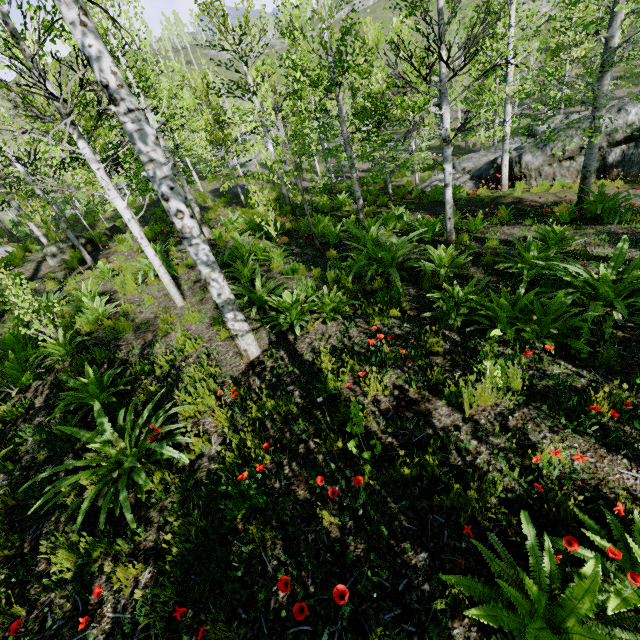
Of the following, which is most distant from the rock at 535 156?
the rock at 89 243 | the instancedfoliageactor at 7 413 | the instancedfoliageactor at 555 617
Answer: the rock at 89 243

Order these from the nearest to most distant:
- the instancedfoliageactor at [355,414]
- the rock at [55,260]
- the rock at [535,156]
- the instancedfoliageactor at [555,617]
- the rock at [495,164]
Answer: the instancedfoliageactor at [555,617] → the instancedfoliageactor at [355,414] → the rock at [535,156] → the rock at [55,260] → the rock at [495,164]

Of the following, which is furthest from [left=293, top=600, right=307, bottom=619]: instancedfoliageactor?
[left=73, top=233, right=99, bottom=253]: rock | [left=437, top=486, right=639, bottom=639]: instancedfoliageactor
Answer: [left=437, top=486, right=639, bottom=639]: instancedfoliageactor

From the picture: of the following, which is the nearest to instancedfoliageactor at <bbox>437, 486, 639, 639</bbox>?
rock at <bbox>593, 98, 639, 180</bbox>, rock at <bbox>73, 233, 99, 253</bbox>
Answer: rock at <bbox>593, 98, 639, 180</bbox>

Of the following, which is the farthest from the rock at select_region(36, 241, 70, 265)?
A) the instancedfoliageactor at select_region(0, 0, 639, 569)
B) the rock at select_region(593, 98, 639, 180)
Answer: the rock at select_region(593, 98, 639, 180)

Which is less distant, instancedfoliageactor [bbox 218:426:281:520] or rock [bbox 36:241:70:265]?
instancedfoliageactor [bbox 218:426:281:520]

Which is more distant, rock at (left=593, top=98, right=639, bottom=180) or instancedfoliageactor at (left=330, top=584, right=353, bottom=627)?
rock at (left=593, top=98, right=639, bottom=180)

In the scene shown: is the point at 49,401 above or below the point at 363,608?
above
